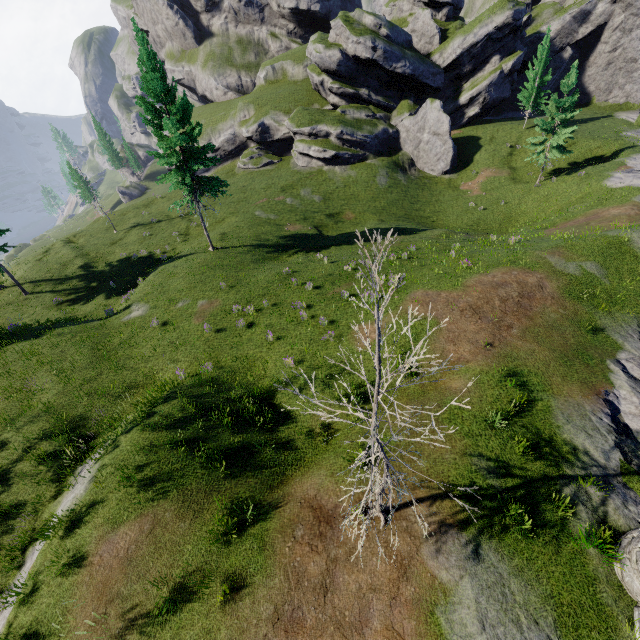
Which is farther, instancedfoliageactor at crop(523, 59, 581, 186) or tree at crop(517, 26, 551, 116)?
tree at crop(517, 26, 551, 116)

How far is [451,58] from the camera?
44.0 meters

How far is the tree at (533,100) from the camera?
38.16m

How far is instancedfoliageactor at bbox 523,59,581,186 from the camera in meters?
30.6 m

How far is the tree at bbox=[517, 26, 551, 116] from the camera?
38.2m

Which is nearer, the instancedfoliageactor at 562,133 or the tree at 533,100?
the instancedfoliageactor at 562,133
